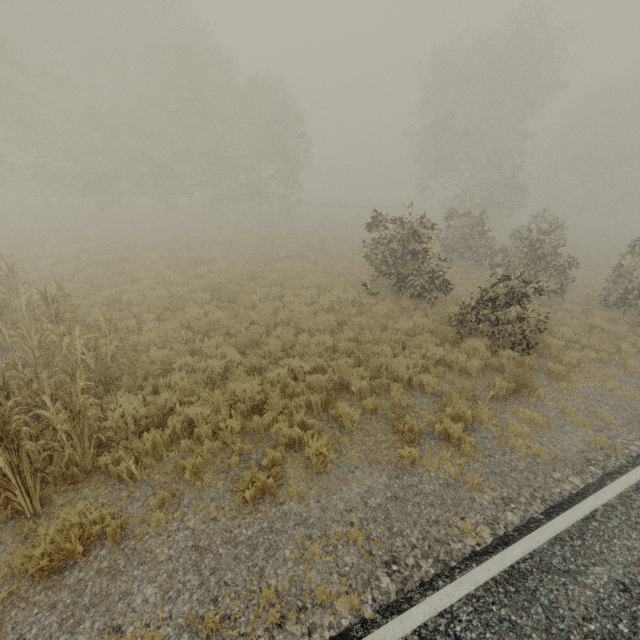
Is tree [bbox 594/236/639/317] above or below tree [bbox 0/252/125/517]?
above

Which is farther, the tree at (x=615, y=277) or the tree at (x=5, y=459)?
the tree at (x=615, y=277)

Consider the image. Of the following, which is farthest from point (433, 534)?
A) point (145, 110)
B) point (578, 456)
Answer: point (145, 110)

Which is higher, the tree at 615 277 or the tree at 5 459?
the tree at 615 277

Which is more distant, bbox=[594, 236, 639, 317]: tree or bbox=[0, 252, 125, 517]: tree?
bbox=[594, 236, 639, 317]: tree
